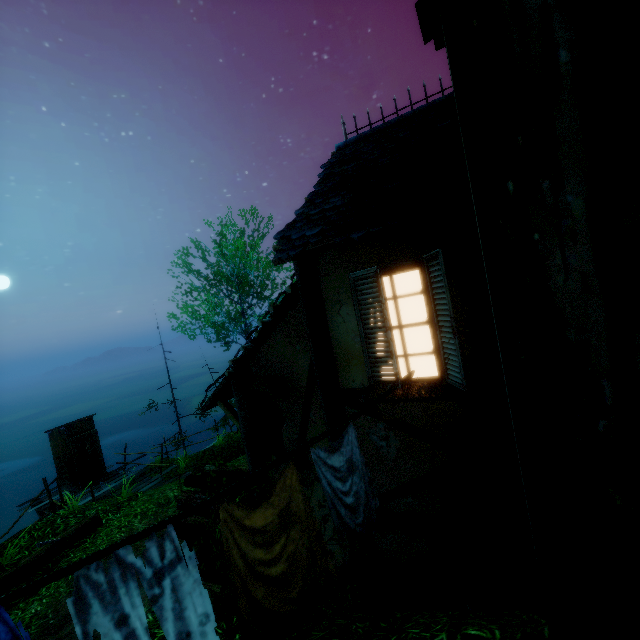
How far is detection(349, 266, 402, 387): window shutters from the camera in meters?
3.0

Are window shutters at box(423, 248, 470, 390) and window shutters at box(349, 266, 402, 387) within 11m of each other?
yes

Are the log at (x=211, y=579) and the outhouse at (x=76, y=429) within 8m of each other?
no

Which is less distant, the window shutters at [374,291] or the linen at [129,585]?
the linen at [129,585]

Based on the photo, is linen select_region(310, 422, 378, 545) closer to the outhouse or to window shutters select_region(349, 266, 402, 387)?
window shutters select_region(349, 266, 402, 387)

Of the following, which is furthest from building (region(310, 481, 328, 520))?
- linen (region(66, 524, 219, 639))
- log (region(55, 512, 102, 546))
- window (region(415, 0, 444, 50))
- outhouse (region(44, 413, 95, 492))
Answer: outhouse (region(44, 413, 95, 492))

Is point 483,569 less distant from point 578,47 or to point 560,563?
point 560,563

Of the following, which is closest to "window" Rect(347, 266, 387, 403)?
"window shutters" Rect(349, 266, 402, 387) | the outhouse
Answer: "window shutters" Rect(349, 266, 402, 387)
